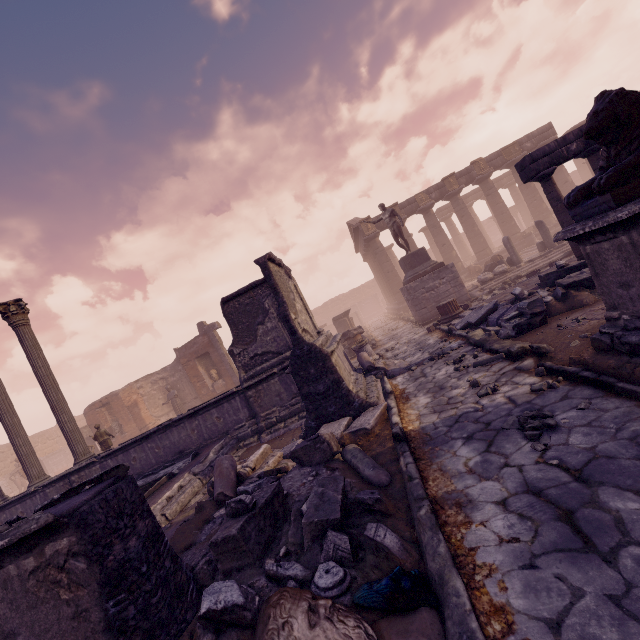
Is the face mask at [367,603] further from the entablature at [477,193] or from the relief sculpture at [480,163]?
the relief sculpture at [480,163]

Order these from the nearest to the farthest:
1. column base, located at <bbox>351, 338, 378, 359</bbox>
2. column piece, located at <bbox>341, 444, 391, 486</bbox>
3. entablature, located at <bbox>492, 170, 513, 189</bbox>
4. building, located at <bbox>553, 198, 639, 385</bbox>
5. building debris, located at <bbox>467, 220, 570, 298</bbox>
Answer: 1. building, located at <bbox>553, 198, 639, 385</bbox>
2. column piece, located at <bbox>341, 444, 391, 486</bbox>
3. column base, located at <bbox>351, 338, 378, 359</bbox>
4. building debris, located at <bbox>467, 220, 570, 298</bbox>
5. entablature, located at <bbox>492, 170, 513, 189</bbox>

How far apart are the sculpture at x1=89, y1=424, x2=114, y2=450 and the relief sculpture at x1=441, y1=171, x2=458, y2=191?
24.4 meters

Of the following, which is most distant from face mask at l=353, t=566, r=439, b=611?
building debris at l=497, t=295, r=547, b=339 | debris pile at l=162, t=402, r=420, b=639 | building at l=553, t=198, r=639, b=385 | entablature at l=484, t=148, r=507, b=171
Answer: entablature at l=484, t=148, r=507, b=171

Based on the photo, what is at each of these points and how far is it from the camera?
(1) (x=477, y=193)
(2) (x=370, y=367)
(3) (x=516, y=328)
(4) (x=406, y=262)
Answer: (1) entablature, 32.7 meters
(2) debris pile, 8.9 meters
(3) building debris, 6.5 meters
(4) pedestal, 15.2 meters

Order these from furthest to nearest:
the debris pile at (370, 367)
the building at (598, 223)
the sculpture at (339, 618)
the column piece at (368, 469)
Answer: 1. the debris pile at (370, 367)
2. the column piece at (368, 469)
3. the building at (598, 223)
4. the sculpture at (339, 618)

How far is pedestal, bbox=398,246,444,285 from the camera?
14.7 meters

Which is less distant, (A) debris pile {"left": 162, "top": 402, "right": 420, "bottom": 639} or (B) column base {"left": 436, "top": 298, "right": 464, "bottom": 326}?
(A) debris pile {"left": 162, "top": 402, "right": 420, "bottom": 639}
